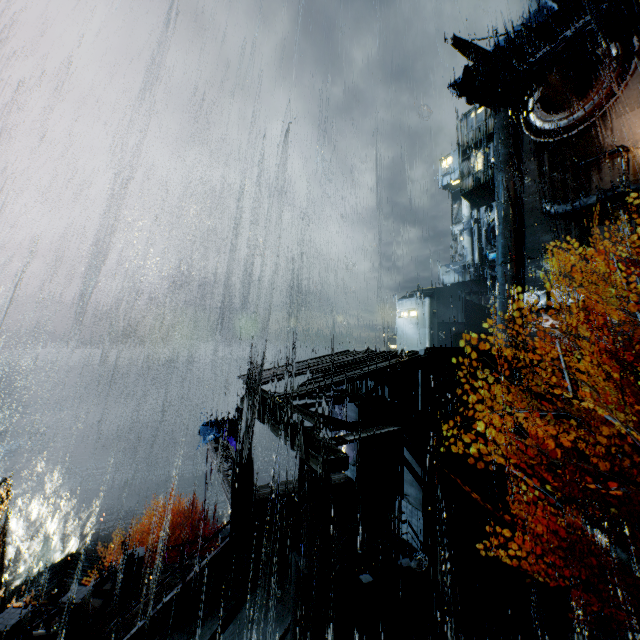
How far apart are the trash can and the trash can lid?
0.02m

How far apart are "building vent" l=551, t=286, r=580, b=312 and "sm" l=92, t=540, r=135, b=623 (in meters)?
34.30

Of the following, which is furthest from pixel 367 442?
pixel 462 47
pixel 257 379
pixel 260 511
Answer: pixel 462 47

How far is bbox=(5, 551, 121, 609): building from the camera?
22.5 meters

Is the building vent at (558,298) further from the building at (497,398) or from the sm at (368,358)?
the sm at (368,358)

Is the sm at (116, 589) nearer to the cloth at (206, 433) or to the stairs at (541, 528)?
the cloth at (206, 433)

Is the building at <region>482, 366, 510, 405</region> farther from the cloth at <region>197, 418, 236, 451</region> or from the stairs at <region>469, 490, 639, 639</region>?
the cloth at <region>197, 418, 236, 451</region>

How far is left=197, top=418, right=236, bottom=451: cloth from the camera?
24.1m
